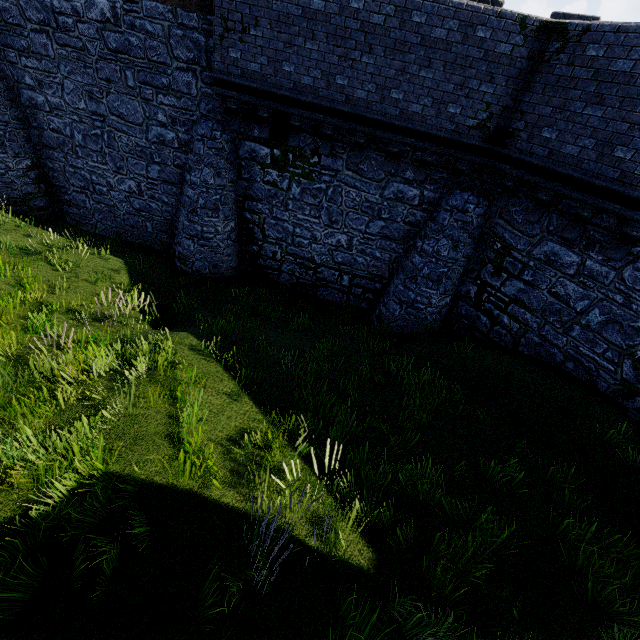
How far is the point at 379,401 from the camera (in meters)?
7.19
